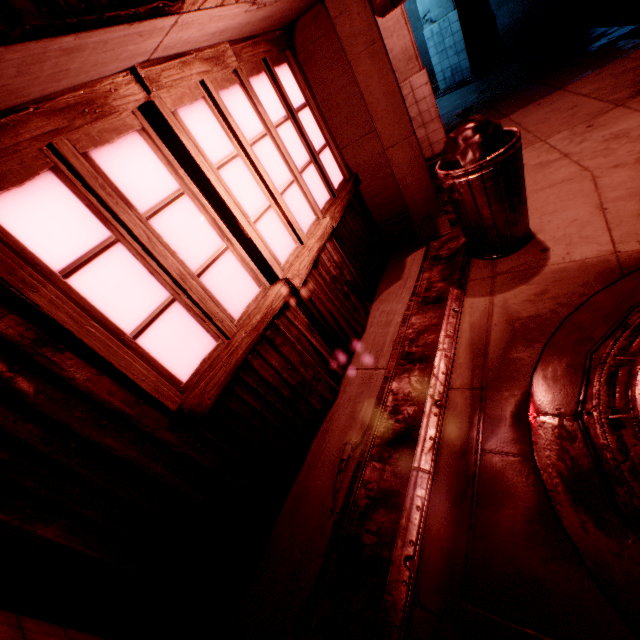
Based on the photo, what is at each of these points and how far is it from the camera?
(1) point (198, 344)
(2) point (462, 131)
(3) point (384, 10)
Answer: (1) building, 2.0m
(2) trash can, 2.7m
(3) sign, 2.8m

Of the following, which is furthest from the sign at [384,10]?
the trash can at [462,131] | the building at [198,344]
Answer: the trash can at [462,131]

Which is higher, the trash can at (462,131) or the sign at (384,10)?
the sign at (384,10)

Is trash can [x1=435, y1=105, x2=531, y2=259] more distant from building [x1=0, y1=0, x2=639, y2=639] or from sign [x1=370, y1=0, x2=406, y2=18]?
sign [x1=370, y1=0, x2=406, y2=18]

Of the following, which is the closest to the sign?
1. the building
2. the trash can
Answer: the building

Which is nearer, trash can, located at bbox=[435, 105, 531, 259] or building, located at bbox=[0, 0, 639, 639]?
building, located at bbox=[0, 0, 639, 639]

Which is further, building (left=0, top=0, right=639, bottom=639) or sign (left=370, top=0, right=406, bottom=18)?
sign (left=370, top=0, right=406, bottom=18)
